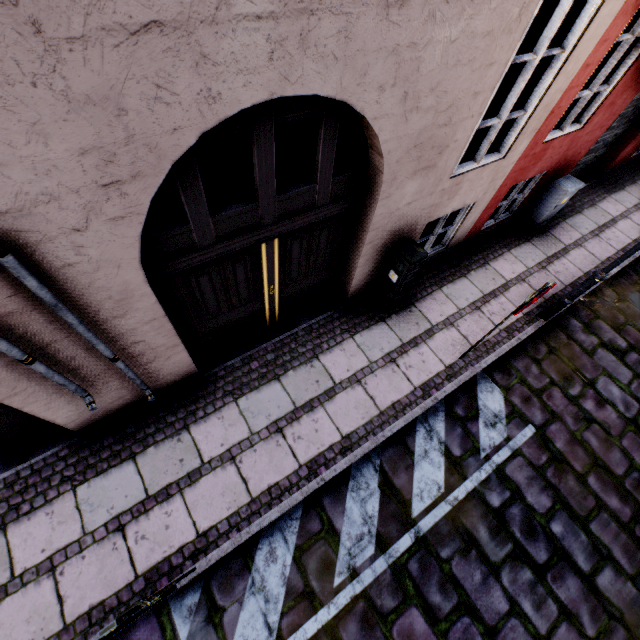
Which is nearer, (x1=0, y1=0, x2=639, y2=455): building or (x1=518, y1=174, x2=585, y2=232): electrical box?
(x1=0, y1=0, x2=639, y2=455): building

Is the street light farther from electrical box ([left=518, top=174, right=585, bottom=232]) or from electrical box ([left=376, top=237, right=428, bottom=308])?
electrical box ([left=376, top=237, right=428, bottom=308])

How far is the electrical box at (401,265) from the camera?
4.4 meters

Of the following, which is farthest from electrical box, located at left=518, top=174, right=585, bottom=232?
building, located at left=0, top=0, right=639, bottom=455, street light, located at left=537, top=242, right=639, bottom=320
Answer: street light, located at left=537, top=242, right=639, bottom=320

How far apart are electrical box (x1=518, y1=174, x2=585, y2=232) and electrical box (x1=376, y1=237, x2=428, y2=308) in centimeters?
376cm

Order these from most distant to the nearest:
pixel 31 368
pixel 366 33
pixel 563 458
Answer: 1. pixel 563 458
2. pixel 31 368
3. pixel 366 33

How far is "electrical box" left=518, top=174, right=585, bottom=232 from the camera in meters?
6.1

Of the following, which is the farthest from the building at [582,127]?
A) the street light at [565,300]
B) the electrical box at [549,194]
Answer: the street light at [565,300]
